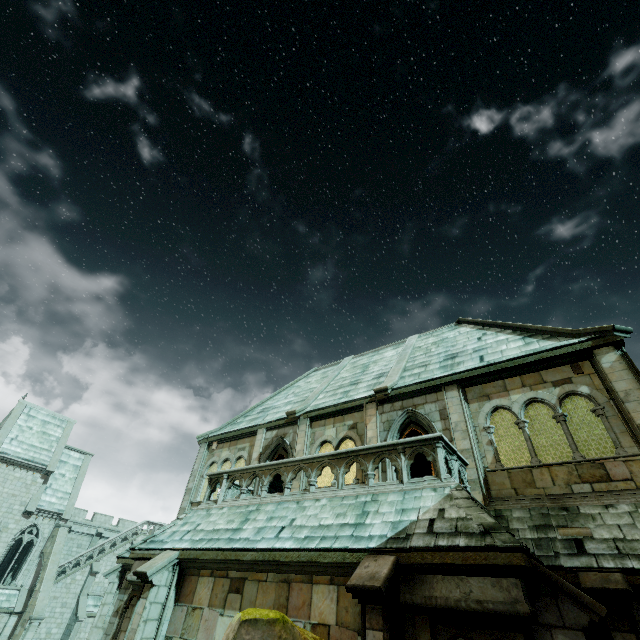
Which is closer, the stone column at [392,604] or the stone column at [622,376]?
the stone column at [392,604]

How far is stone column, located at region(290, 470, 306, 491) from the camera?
12.40m

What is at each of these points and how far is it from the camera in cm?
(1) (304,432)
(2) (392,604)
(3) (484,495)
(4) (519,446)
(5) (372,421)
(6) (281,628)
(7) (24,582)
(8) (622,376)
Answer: (1) stone column, 1389
(2) stone column, 556
(3) stone column, 876
(4) merlon, 2000
(5) stone column, 1223
(6) rock, 491
(7) building, 2698
(8) stone column, 853

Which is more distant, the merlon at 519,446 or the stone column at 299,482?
the merlon at 519,446

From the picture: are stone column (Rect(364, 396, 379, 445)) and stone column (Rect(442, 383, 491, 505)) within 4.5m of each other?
yes

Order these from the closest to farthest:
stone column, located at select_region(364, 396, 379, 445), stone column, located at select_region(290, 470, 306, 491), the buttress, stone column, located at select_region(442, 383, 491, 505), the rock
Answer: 1. the rock
2. stone column, located at select_region(442, 383, 491, 505)
3. stone column, located at select_region(364, 396, 379, 445)
4. stone column, located at select_region(290, 470, 306, 491)
5. the buttress

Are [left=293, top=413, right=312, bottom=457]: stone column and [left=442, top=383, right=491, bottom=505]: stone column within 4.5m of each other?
no

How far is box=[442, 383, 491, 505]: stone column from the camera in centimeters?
898cm
